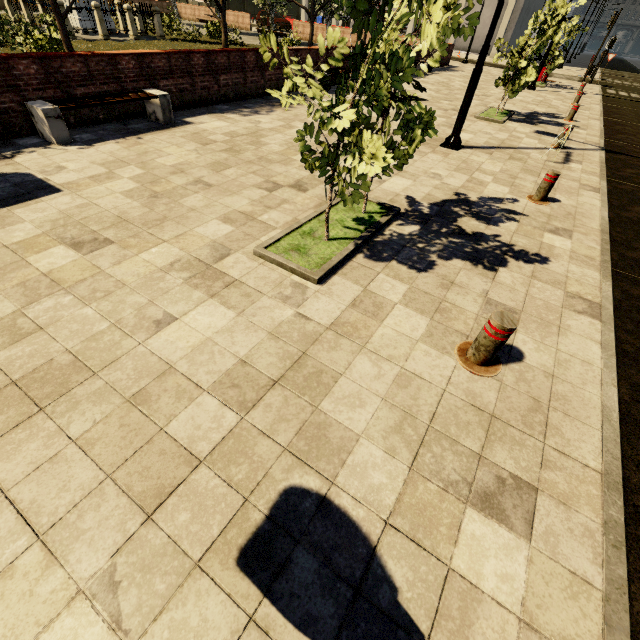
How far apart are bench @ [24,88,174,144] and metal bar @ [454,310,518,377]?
7.9m

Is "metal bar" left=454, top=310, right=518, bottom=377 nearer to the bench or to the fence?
the bench

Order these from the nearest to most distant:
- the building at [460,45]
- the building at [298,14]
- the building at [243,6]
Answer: the building at [460,45]
the building at [298,14]
the building at [243,6]

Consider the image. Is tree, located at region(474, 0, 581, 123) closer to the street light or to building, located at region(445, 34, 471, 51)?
building, located at region(445, 34, 471, 51)

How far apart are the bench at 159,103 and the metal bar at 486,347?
7.87m

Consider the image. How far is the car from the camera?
34.0 meters

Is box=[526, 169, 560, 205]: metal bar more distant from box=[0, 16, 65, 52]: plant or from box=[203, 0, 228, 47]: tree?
box=[0, 16, 65, 52]: plant

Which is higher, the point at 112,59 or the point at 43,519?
the point at 112,59
